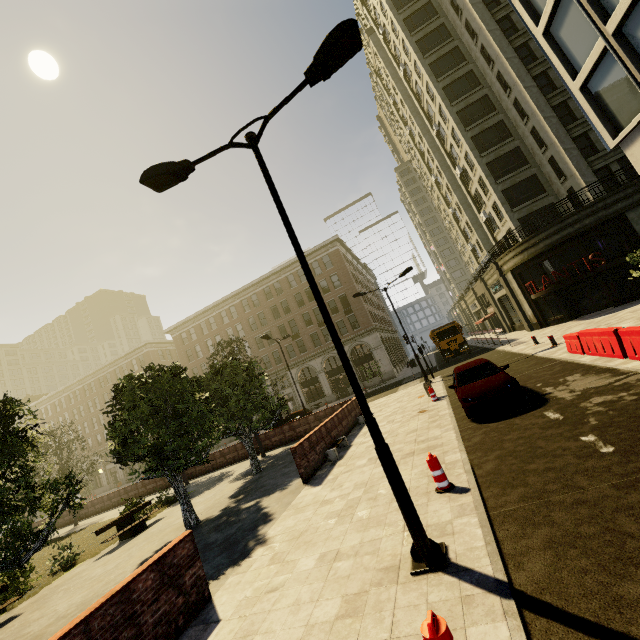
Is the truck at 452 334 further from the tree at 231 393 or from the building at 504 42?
the tree at 231 393

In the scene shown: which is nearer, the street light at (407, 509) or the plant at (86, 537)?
the street light at (407, 509)

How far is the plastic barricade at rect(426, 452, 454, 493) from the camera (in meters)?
6.30

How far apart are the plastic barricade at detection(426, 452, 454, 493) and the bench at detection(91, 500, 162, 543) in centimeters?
1326cm

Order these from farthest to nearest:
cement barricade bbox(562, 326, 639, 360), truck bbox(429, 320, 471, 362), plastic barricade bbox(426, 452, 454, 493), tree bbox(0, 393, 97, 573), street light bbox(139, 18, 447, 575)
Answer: truck bbox(429, 320, 471, 362), cement barricade bbox(562, 326, 639, 360), tree bbox(0, 393, 97, 573), plastic barricade bbox(426, 452, 454, 493), street light bbox(139, 18, 447, 575)

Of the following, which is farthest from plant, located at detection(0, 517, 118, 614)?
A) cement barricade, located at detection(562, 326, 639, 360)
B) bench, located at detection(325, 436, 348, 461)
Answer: cement barricade, located at detection(562, 326, 639, 360)

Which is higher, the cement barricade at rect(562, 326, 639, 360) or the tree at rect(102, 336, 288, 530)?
the tree at rect(102, 336, 288, 530)

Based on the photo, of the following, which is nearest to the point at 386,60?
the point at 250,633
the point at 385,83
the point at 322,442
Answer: the point at 385,83
